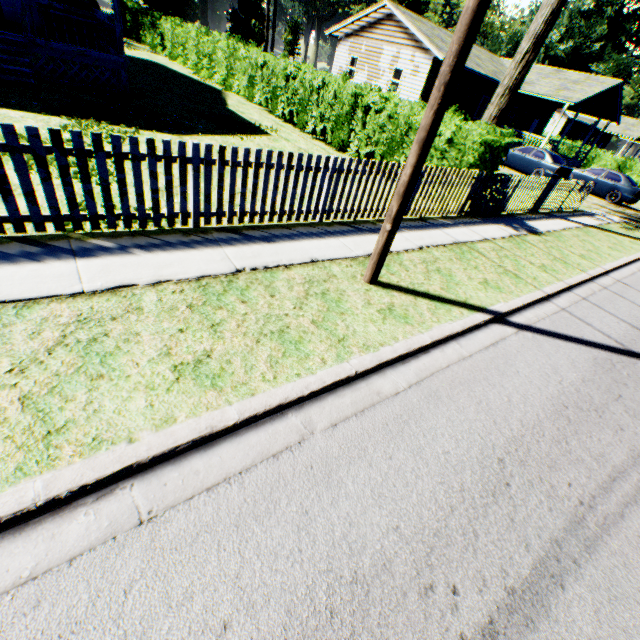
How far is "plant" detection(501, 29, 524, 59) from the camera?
57.9m

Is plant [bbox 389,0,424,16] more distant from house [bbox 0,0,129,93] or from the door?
the door

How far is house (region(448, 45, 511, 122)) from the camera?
22.55m

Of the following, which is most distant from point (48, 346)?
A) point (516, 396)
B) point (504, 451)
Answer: point (516, 396)

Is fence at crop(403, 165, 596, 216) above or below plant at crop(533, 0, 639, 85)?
below

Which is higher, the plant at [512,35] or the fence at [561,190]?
the plant at [512,35]

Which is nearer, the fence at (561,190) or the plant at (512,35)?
the fence at (561,190)

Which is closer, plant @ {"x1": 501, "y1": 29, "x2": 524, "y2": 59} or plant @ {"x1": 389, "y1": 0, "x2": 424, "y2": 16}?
plant @ {"x1": 389, "y1": 0, "x2": 424, "y2": 16}
